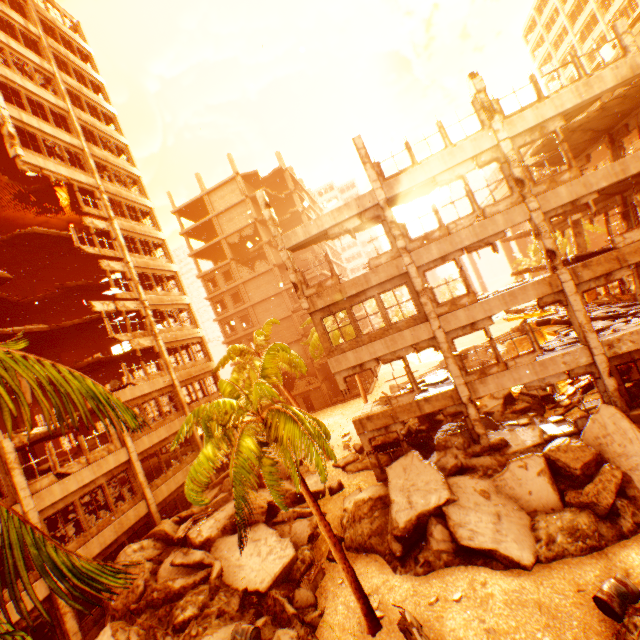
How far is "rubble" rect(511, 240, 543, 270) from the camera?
41.6 meters

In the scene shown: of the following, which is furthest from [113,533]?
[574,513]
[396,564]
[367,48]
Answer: [367,48]

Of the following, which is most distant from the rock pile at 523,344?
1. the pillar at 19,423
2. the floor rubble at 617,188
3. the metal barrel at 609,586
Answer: the pillar at 19,423

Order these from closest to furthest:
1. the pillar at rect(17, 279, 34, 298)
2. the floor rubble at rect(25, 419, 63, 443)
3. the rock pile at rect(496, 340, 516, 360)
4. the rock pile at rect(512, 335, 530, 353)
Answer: the floor rubble at rect(25, 419, 63, 443), the rock pile at rect(512, 335, 530, 353), the rock pile at rect(496, 340, 516, 360), the pillar at rect(17, 279, 34, 298)

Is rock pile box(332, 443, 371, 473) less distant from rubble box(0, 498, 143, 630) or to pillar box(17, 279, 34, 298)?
rubble box(0, 498, 143, 630)

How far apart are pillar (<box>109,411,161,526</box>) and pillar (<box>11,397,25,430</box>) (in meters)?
6.62

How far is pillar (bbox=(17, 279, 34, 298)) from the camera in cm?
2530

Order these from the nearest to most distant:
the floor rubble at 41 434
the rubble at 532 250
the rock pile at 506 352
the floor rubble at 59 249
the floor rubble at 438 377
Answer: the floor rubble at 41 434, the floor rubble at 438 377, the floor rubble at 59 249, the rock pile at 506 352, the rubble at 532 250
